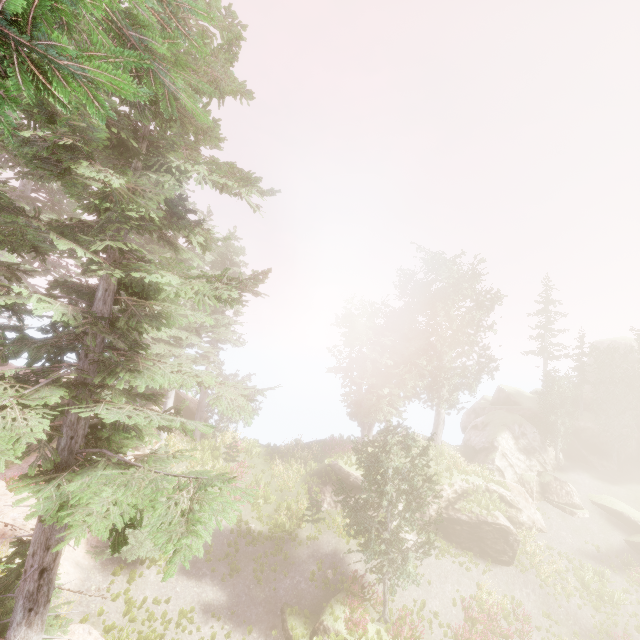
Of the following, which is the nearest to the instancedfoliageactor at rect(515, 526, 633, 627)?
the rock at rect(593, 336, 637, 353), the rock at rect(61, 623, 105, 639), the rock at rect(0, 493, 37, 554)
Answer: the rock at rect(593, 336, 637, 353)

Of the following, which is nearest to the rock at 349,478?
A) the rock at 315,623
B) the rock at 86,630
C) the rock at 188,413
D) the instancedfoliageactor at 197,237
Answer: the instancedfoliageactor at 197,237

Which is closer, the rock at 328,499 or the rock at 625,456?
the rock at 328,499

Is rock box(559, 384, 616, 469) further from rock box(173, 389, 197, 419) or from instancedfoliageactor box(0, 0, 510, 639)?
rock box(173, 389, 197, 419)

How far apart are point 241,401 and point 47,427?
4.7 meters

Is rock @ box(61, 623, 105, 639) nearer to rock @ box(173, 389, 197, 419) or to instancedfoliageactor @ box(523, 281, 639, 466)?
instancedfoliageactor @ box(523, 281, 639, 466)

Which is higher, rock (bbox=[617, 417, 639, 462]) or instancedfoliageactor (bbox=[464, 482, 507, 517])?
rock (bbox=[617, 417, 639, 462])
